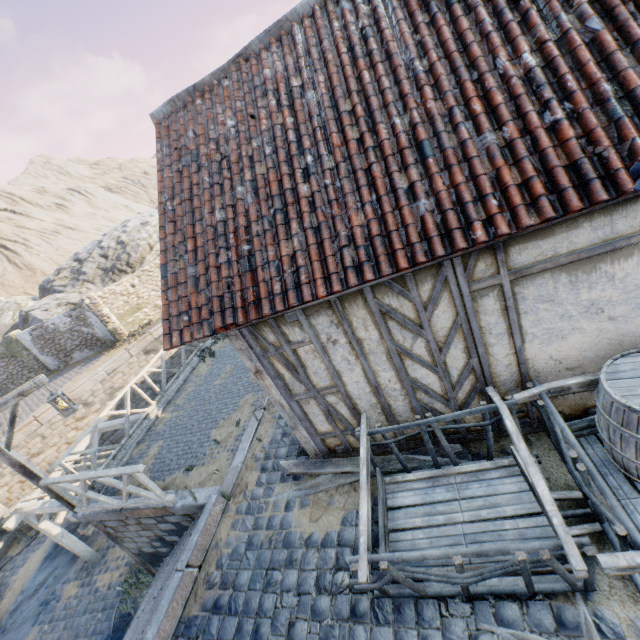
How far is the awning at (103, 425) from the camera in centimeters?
1072cm

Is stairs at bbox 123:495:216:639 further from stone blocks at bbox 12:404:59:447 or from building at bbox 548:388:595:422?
building at bbox 548:388:595:422

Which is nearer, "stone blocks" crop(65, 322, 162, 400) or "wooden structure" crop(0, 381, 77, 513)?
"wooden structure" crop(0, 381, 77, 513)

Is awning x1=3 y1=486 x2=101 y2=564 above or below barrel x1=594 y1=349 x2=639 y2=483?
below

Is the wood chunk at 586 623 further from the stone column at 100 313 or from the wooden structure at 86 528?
the stone column at 100 313

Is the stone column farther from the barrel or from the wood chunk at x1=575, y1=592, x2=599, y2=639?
the barrel

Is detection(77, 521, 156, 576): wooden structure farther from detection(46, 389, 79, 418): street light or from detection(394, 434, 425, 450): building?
detection(394, 434, 425, 450): building

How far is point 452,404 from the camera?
4.3m
